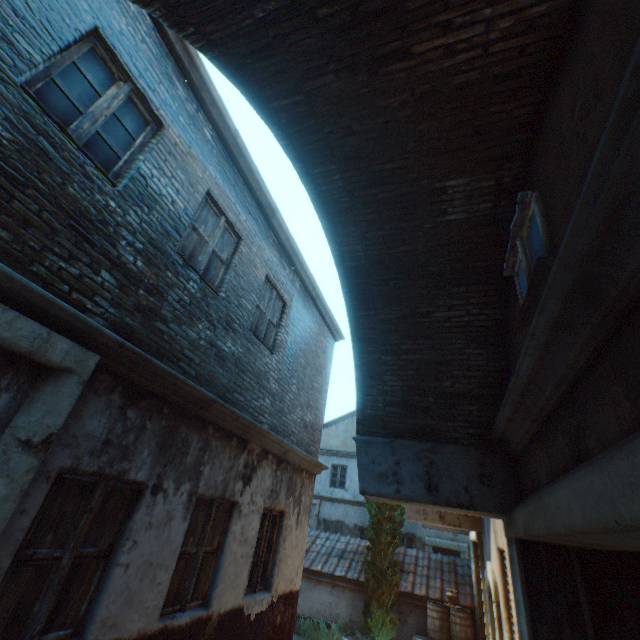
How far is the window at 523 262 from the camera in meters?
2.3 m

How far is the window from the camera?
2.29m

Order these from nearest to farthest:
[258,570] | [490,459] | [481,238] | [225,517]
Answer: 1. [481,238]
2. [490,459]
3. [225,517]
4. [258,570]

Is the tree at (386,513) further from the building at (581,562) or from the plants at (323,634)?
the plants at (323,634)

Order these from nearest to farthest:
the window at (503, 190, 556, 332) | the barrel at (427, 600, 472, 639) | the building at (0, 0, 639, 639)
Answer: the building at (0, 0, 639, 639) → the window at (503, 190, 556, 332) → the barrel at (427, 600, 472, 639)

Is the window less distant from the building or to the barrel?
the building

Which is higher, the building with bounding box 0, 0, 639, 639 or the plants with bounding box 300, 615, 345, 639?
the building with bounding box 0, 0, 639, 639

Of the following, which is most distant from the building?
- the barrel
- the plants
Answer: the barrel
